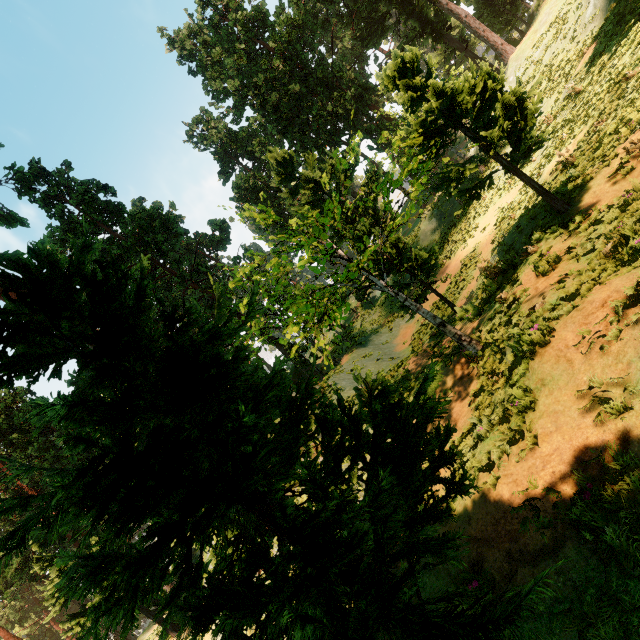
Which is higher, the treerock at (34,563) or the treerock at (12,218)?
the treerock at (12,218)

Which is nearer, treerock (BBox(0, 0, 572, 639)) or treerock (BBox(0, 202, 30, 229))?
treerock (BBox(0, 0, 572, 639))

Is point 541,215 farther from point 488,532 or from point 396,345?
point 396,345

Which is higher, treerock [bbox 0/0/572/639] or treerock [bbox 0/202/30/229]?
treerock [bbox 0/202/30/229]

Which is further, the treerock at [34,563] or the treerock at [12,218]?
the treerock at [12,218]
